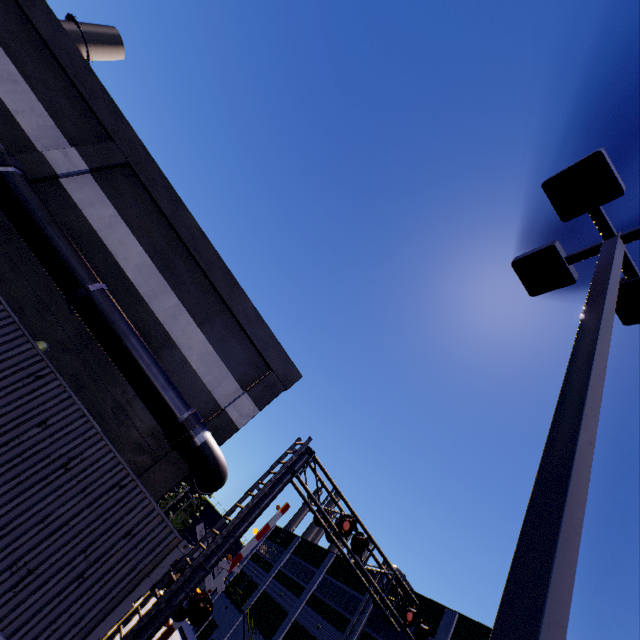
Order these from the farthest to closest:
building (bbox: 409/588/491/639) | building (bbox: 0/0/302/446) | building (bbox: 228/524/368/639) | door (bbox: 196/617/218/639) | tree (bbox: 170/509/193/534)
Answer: tree (bbox: 170/509/193/534)
door (bbox: 196/617/218/639)
building (bbox: 228/524/368/639)
building (bbox: 409/588/491/639)
building (bbox: 0/0/302/446)

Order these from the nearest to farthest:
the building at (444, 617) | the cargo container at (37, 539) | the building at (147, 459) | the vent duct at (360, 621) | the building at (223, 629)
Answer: the cargo container at (37, 539) → the building at (147, 459) → the building at (444, 617) → the vent duct at (360, 621) → the building at (223, 629)

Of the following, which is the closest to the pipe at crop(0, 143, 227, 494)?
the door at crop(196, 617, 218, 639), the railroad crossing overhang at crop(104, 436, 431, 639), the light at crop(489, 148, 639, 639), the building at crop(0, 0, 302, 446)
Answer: the building at crop(0, 0, 302, 446)

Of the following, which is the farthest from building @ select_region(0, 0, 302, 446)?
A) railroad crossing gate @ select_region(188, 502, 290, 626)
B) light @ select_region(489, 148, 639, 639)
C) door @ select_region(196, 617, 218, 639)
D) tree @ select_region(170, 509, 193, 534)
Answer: tree @ select_region(170, 509, 193, 534)

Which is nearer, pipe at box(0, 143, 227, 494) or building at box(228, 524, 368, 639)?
pipe at box(0, 143, 227, 494)

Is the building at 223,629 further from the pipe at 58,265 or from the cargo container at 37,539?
the cargo container at 37,539

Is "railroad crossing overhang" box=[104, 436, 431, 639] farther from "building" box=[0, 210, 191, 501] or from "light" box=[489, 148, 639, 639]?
"light" box=[489, 148, 639, 639]

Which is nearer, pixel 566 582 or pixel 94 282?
pixel 566 582
